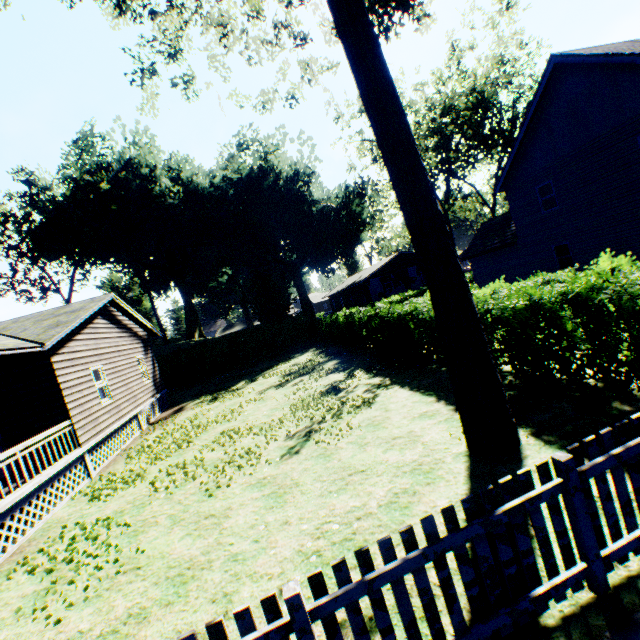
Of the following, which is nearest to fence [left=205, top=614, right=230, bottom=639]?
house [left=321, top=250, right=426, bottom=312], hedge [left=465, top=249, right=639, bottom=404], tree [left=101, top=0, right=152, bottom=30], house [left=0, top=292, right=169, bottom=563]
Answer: hedge [left=465, top=249, right=639, bottom=404]

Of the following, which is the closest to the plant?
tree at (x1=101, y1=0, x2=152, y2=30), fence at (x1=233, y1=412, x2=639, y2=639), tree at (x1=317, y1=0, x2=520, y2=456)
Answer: tree at (x1=101, y1=0, x2=152, y2=30)

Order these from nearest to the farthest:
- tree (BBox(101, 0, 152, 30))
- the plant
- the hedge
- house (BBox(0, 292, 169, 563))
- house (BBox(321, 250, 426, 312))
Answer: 1. the hedge
2. house (BBox(0, 292, 169, 563))
3. tree (BBox(101, 0, 152, 30))
4. the plant
5. house (BBox(321, 250, 426, 312))

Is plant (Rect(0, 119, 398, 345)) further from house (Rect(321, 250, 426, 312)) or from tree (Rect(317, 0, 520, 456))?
tree (Rect(317, 0, 520, 456))

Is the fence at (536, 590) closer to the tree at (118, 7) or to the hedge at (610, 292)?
the hedge at (610, 292)

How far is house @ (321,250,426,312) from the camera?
38.6m

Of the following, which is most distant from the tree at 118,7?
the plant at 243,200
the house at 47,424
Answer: the house at 47,424

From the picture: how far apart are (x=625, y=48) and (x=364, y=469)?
20.8 meters
